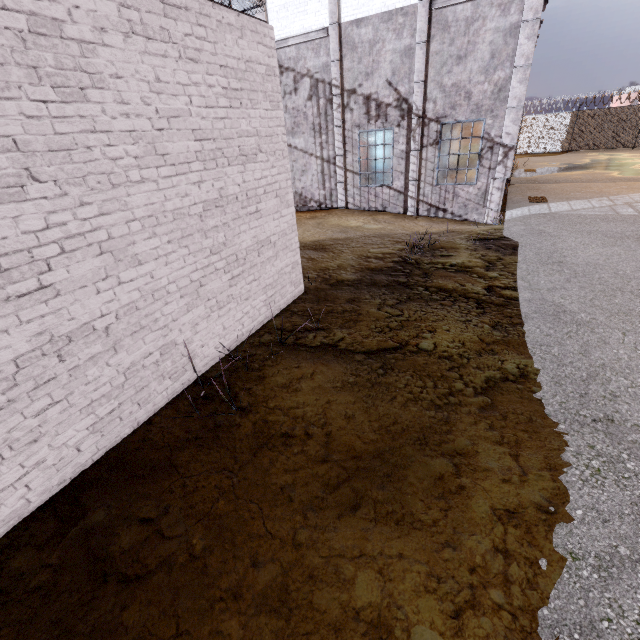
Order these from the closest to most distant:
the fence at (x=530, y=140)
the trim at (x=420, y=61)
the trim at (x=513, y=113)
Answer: the trim at (x=513, y=113)
the trim at (x=420, y=61)
the fence at (x=530, y=140)

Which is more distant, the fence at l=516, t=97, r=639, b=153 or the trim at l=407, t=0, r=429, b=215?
the fence at l=516, t=97, r=639, b=153

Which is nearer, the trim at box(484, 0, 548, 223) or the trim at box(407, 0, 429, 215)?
the trim at box(484, 0, 548, 223)

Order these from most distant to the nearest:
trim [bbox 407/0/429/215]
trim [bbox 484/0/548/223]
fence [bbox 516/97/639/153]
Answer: fence [bbox 516/97/639/153]
trim [bbox 407/0/429/215]
trim [bbox 484/0/548/223]

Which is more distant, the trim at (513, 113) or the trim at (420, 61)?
the trim at (420, 61)

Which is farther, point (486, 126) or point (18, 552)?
point (486, 126)

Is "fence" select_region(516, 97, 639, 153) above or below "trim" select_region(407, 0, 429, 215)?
below
